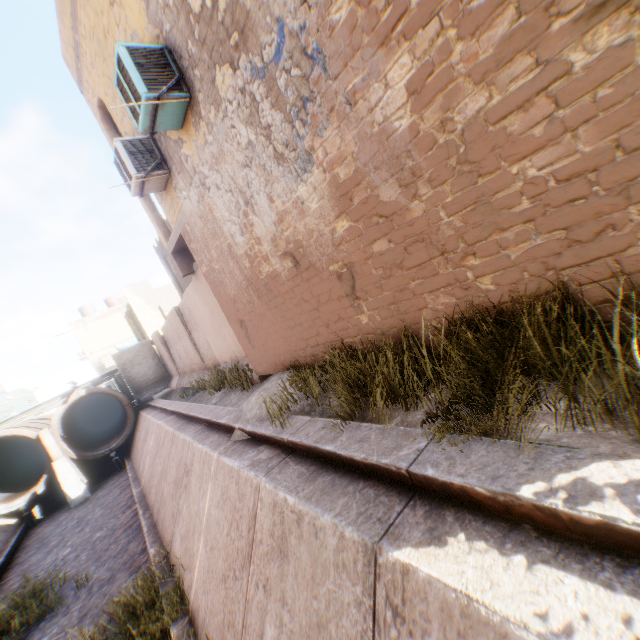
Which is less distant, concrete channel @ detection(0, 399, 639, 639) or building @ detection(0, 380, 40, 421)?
concrete channel @ detection(0, 399, 639, 639)

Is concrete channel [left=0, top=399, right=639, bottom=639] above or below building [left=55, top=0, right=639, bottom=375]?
below

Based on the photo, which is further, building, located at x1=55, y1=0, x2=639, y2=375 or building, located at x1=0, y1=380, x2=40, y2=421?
building, located at x1=0, y1=380, x2=40, y2=421

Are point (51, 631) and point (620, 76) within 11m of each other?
no

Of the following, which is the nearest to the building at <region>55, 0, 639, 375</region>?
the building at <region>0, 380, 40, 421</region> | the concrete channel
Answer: the concrete channel

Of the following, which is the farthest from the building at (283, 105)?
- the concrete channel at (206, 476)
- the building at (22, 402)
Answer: the building at (22, 402)

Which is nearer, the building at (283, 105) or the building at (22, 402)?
the building at (283, 105)
